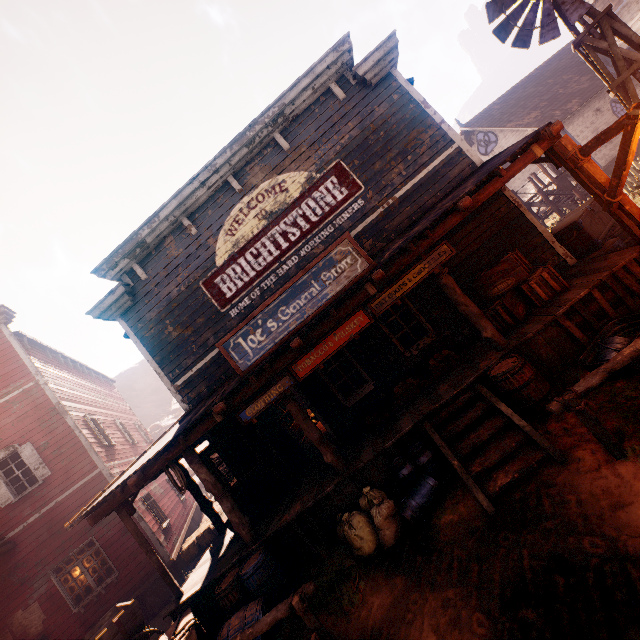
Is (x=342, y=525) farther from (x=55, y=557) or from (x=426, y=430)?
(x=55, y=557)

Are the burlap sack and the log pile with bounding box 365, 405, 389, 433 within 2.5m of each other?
yes

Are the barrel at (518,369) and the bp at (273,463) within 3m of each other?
no

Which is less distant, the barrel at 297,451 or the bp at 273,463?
the bp at 273,463

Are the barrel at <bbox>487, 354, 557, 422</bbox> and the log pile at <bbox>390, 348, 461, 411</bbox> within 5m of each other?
yes

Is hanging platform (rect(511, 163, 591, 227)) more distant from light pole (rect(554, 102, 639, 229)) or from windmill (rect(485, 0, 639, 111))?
light pole (rect(554, 102, 639, 229))

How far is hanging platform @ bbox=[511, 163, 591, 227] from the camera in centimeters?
1780cm

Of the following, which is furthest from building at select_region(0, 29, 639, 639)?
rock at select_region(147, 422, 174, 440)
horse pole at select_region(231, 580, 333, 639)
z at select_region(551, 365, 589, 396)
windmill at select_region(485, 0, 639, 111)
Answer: rock at select_region(147, 422, 174, 440)
